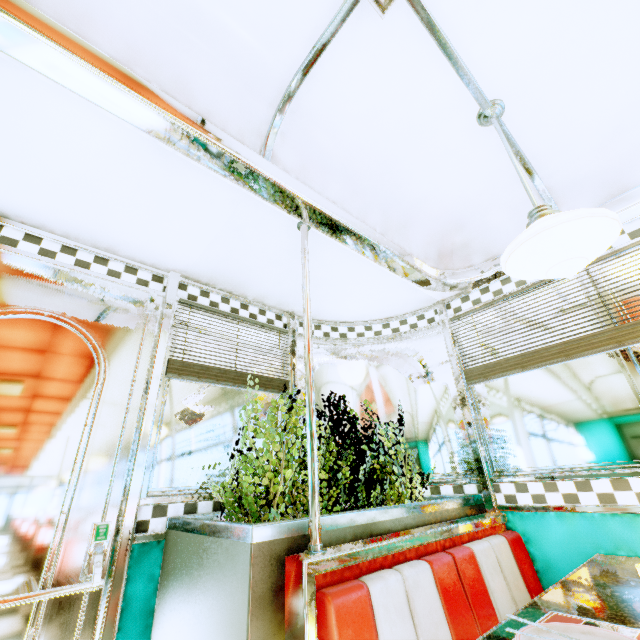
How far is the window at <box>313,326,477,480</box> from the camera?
2.5m

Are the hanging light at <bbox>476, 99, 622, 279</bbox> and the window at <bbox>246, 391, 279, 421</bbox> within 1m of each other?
no

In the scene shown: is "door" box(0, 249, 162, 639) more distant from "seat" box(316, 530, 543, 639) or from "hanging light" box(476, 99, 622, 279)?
"hanging light" box(476, 99, 622, 279)

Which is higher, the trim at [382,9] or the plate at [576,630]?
the trim at [382,9]

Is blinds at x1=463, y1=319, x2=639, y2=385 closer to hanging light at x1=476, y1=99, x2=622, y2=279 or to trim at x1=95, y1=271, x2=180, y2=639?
hanging light at x1=476, y1=99, x2=622, y2=279

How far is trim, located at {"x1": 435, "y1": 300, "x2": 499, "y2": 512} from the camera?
2.1 meters

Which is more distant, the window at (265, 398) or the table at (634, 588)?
the window at (265, 398)

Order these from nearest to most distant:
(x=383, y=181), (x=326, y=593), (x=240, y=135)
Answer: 1. (x=326, y=593)
2. (x=240, y=135)
3. (x=383, y=181)
